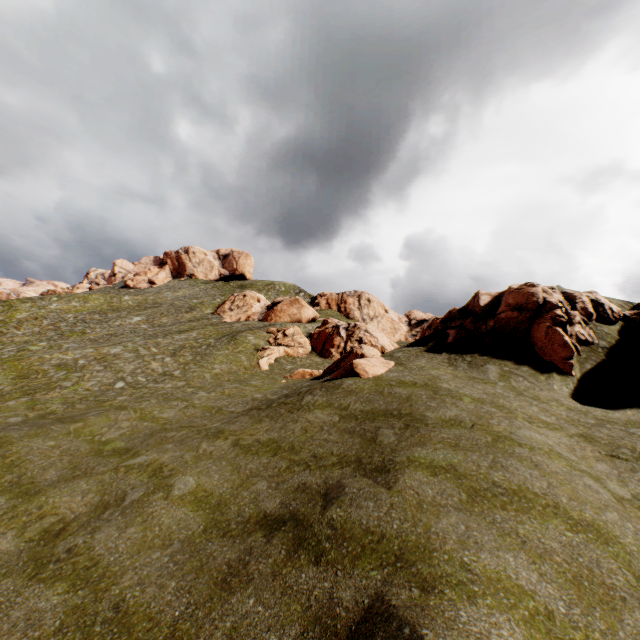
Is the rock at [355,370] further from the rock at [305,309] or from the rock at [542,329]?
the rock at [305,309]

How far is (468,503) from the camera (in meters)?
7.78

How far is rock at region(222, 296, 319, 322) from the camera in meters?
53.2

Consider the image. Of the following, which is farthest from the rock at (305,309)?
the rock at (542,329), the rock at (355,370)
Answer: the rock at (542,329)

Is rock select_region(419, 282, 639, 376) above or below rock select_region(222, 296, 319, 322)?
below

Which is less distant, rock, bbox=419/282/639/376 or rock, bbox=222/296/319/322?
rock, bbox=419/282/639/376

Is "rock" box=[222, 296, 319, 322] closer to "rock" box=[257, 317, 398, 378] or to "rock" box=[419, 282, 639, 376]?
"rock" box=[257, 317, 398, 378]
